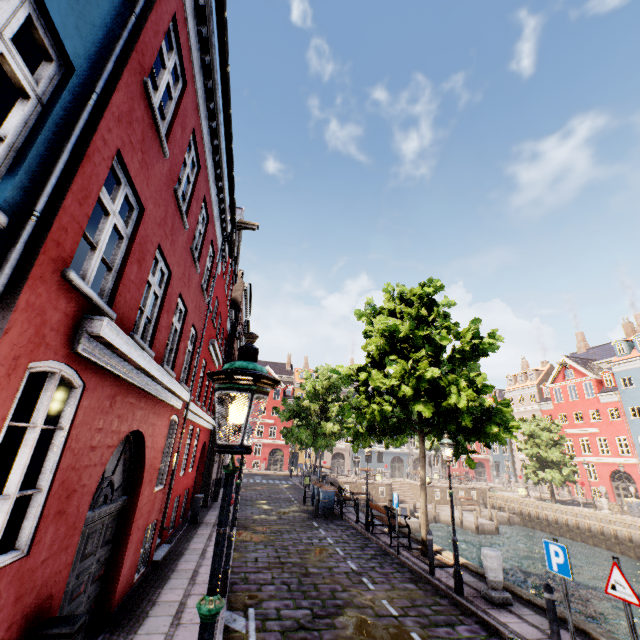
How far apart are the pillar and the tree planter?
2.2m

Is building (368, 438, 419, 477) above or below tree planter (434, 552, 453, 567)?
above

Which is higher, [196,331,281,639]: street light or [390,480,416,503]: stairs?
[196,331,281,639]: street light

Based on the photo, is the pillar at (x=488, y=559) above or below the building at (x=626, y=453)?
below

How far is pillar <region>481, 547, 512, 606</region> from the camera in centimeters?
784cm

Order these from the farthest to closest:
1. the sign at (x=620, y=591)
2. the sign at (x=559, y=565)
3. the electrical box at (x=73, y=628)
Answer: the sign at (x=559, y=565) < the sign at (x=620, y=591) < the electrical box at (x=73, y=628)

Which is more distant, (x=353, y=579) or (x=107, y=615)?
(x=353, y=579)

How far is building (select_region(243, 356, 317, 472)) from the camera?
49.2m
